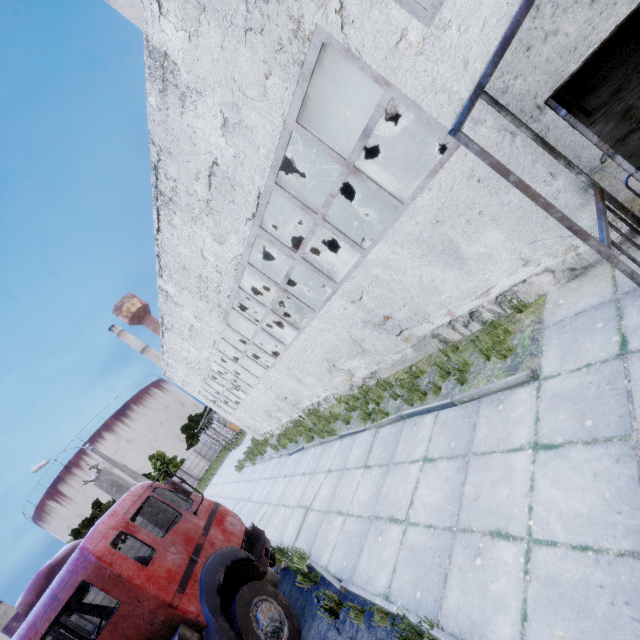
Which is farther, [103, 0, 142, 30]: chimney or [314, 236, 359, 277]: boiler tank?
[103, 0, 142, 30]: chimney

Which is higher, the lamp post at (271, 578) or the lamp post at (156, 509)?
the lamp post at (156, 509)

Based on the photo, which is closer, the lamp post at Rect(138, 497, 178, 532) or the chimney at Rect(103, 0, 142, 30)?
the lamp post at Rect(138, 497, 178, 532)

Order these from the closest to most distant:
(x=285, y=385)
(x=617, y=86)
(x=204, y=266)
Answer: (x=617, y=86) → (x=204, y=266) → (x=285, y=385)

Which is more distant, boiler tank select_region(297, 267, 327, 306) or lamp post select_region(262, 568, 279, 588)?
boiler tank select_region(297, 267, 327, 306)

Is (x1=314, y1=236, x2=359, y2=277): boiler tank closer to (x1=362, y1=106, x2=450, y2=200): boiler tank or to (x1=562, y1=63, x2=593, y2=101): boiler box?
(x1=362, y1=106, x2=450, y2=200): boiler tank

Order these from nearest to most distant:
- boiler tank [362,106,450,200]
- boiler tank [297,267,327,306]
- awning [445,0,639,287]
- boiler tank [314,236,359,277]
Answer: awning [445,0,639,287] → boiler tank [362,106,450,200] → boiler tank [297,267,327,306] → boiler tank [314,236,359,277]

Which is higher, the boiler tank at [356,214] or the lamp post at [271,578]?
the boiler tank at [356,214]
